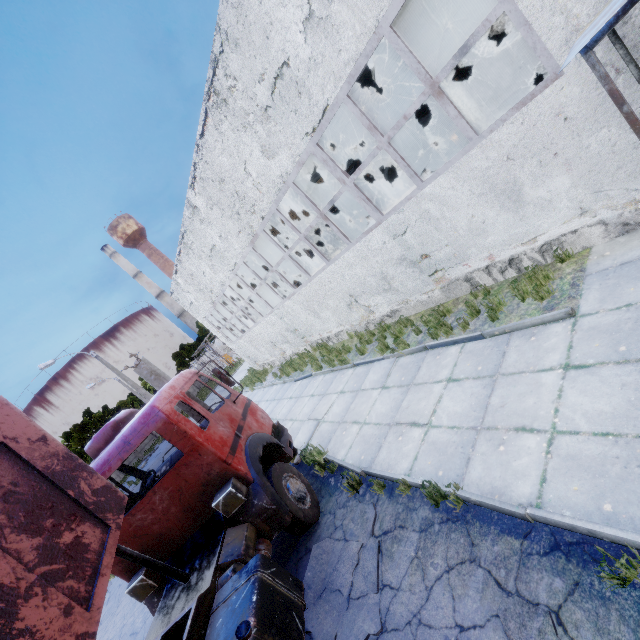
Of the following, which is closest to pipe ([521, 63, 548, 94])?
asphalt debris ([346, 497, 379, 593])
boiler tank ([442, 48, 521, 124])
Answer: asphalt debris ([346, 497, 379, 593])

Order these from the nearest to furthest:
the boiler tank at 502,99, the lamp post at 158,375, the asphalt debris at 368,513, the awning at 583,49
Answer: the awning at 583,49
the asphalt debris at 368,513
the lamp post at 158,375
the boiler tank at 502,99

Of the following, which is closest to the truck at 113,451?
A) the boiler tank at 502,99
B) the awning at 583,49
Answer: the awning at 583,49

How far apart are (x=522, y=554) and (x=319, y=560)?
3.3 meters

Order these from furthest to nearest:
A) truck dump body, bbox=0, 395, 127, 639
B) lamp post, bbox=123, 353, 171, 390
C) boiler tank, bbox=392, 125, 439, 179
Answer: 1. boiler tank, bbox=392, 125, 439, 179
2. lamp post, bbox=123, 353, 171, 390
3. truck dump body, bbox=0, 395, 127, 639

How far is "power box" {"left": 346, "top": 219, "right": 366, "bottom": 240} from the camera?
17.86m

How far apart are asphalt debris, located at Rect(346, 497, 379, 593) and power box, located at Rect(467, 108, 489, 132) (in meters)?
11.94

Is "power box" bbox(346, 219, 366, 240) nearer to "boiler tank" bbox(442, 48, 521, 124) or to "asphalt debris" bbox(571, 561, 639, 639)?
"boiler tank" bbox(442, 48, 521, 124)
